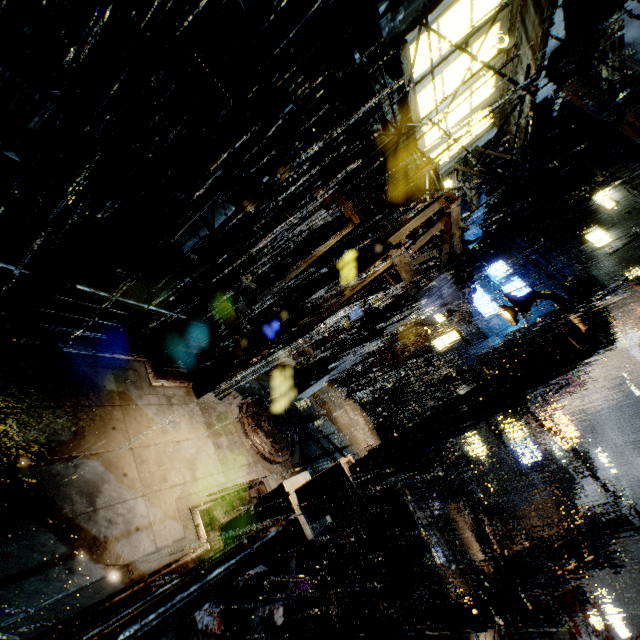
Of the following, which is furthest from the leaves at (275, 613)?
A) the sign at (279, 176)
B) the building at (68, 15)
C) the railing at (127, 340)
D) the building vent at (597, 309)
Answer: the building vent at (597, 309)

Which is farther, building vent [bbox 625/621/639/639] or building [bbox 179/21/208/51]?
building vent [bbox 625/621/639/639]

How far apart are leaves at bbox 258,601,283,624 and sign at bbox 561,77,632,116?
21.76m

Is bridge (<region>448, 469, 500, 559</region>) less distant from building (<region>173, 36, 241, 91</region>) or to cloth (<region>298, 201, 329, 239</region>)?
building (<region>173, 36, 241, 91</region>)

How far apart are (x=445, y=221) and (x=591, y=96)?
11.81m

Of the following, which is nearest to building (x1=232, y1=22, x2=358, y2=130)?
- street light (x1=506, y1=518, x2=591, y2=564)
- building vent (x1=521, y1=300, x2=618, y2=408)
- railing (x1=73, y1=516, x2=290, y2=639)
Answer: building vent (x1=521, y1=300, x2=618, y2=408)

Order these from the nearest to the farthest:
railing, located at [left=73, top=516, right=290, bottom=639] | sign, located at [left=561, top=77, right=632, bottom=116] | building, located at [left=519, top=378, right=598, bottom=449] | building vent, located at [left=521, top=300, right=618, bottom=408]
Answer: railing, located at [left=73, top=516, right=290, bottom=639] → sign, located at [left=561, top=77, right=632, bottom=116] → building vent, located at [left=521, top=300, right=618, bottom=408] → building, located at [left=519, top=378, right=598, bottom=449]

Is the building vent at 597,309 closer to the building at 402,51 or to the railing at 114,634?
the building at 402,51
